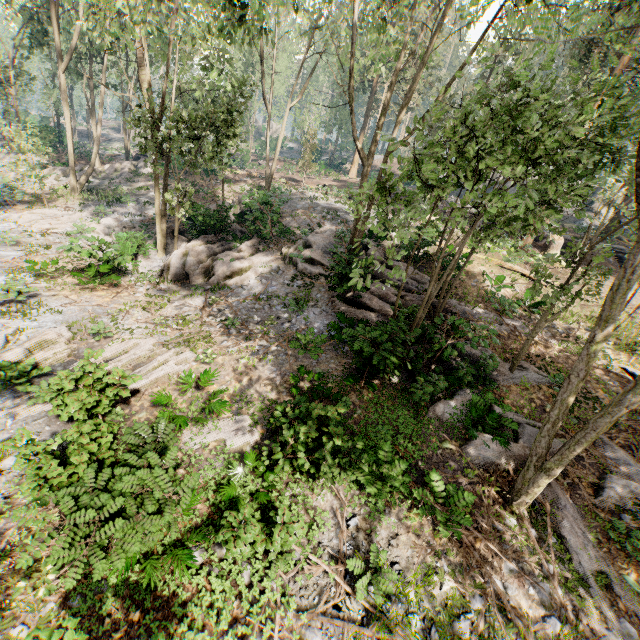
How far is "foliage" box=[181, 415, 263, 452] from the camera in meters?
8.9

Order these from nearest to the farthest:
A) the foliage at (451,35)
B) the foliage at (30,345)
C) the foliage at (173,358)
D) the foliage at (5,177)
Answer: the foliage at (173,358), the foliage at (451,35), the foliage at (30,345), the foliage at (5,177)

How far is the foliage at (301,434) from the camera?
7.71m

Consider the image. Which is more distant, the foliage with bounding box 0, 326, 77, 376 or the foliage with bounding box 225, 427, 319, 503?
the foliage with bounding box 0, 326, 77, 376

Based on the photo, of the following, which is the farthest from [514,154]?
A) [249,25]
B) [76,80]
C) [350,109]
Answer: [76,80]

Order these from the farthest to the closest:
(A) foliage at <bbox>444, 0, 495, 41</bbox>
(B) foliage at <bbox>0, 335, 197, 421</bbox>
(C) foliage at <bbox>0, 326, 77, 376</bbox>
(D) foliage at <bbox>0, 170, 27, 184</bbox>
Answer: (D) foliage at <bbox>0, 170, 27, 184</bbox>, (C) foliage at <bbox>0, 326, 77, 376</bbox>, (A) foliage at <bbox>444, 0, 495, 41</bbox>, (B) foliage at <bbox>0, 335, 197, 421</bbox>
